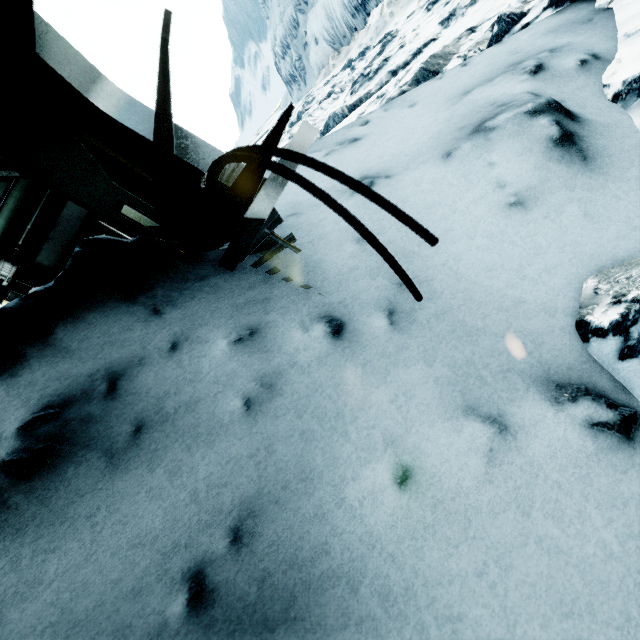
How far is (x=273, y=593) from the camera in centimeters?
79cm
